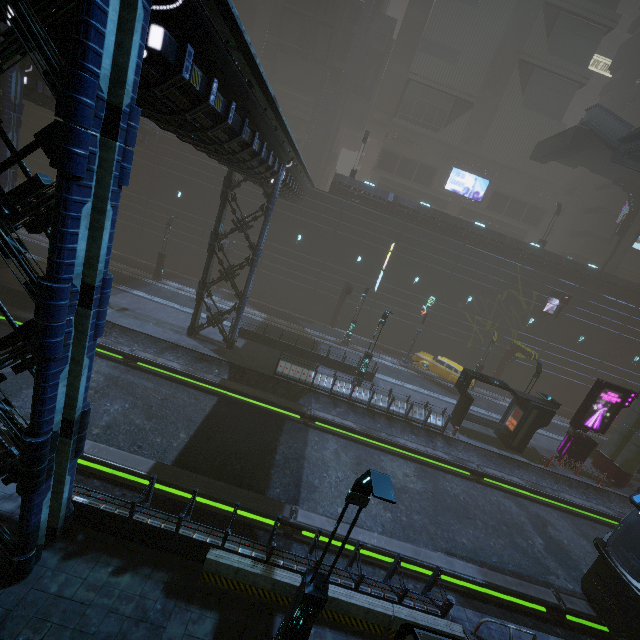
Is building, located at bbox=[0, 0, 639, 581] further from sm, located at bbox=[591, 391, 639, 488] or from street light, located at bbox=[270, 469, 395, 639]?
street light, located at bbox=[270, 469, 395, 639]

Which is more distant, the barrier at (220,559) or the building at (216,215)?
the barrier at (220,559)

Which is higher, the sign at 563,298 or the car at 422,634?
the sign at 563,298

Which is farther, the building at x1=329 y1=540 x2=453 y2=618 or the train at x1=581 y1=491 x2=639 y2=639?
the train at x1=581 y1=491 x2=639 y2=639

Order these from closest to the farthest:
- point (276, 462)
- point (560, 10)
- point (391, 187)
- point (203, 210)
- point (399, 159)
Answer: point (276, 462) → point (203, 210) → point (560, 10) → point (399, 159) → point (391, 187)

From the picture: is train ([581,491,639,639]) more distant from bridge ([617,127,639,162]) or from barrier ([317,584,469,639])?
bridge ([617,127,639,162])

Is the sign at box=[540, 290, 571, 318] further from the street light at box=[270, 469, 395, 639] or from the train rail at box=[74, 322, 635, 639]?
the street light at box=[270, 469, 395, 639]

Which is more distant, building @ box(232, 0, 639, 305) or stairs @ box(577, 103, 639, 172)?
building @ box(232, 0, 639, 305)
